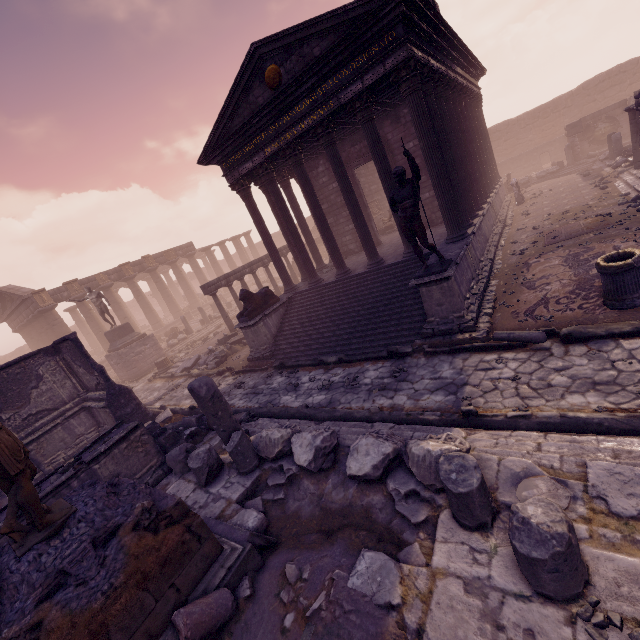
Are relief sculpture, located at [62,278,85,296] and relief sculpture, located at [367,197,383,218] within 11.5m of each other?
no

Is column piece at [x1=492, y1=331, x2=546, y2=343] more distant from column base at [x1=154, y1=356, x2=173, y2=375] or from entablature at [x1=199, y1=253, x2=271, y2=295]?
column base at [x1=154, y1=356, x2=173, y2=375]

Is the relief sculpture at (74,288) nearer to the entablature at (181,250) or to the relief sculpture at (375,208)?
the entablature at (181,250)

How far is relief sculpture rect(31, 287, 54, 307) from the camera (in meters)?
23.48

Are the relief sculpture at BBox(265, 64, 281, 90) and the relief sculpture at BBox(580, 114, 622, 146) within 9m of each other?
no

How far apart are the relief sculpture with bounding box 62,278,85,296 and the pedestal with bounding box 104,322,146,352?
8.2m

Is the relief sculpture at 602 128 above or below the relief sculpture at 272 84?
below

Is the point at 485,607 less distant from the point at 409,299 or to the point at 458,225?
the point at 409,299
